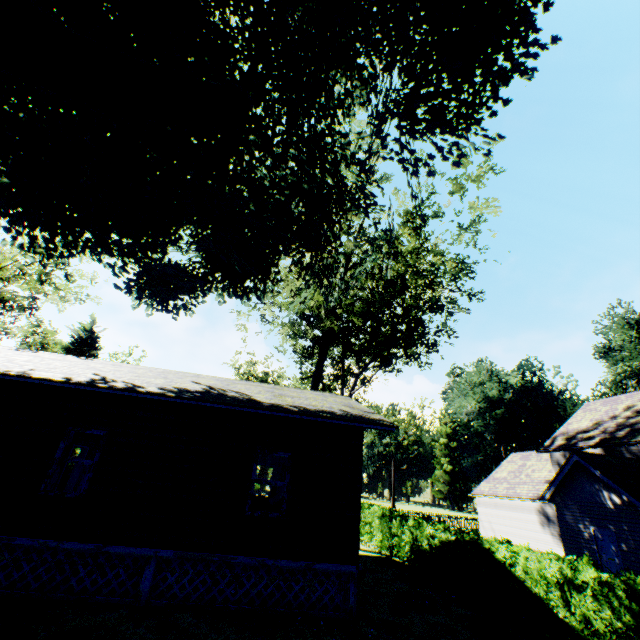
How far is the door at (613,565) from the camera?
14.8m

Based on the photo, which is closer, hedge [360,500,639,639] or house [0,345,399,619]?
hedge [360,500,639,639]

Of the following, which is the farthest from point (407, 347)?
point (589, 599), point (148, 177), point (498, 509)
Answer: point (148, 177)

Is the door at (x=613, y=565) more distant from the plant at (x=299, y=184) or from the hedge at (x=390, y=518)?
the plant at (x=299, y=184)

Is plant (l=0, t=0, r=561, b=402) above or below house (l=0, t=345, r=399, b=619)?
above

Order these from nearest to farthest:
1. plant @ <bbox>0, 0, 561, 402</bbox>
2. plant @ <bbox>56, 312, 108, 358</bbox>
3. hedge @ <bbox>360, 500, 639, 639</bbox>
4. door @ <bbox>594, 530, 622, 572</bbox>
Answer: hedge @ <bbox>360, 500, 639, 639</bbox>
plant @ <bbox>0, 0, 561, 402</bbox>
door @ <bbox>594, 530, 622, 572</bbox>
plant @ <bbox>56, 312, 108, 358</bbox>

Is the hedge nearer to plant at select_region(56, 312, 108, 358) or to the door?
plant at select_region(56, 312, 108, 358)

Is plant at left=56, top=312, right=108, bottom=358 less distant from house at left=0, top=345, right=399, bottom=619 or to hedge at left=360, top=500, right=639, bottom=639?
hedge at left=360, top=500, right=639, bottom=639
